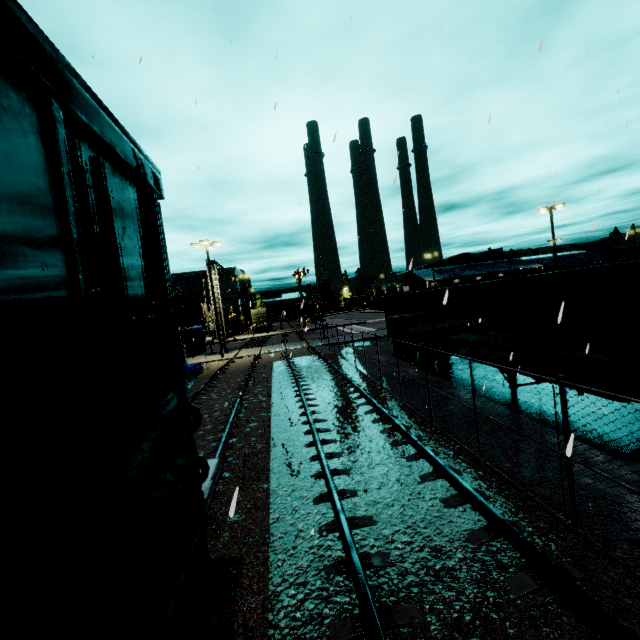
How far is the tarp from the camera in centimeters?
2025cm

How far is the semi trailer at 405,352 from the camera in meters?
18.4

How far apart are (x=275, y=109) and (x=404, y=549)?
6.6m

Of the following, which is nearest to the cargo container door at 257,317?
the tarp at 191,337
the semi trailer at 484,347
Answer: the semi trailer at 484,347

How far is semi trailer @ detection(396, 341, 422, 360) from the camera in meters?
18.4 m

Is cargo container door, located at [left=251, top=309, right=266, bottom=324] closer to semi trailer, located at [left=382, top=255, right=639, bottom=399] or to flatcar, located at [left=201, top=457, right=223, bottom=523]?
semi trailer, located at [left=382, top=255, right=639, bottom=399]

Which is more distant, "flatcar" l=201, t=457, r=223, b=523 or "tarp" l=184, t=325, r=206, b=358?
"tarp" l=184, t=325, r=206, b=358

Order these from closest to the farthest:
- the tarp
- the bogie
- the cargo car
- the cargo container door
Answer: the cargo car < the bogie < the tarp < the cargo container door
